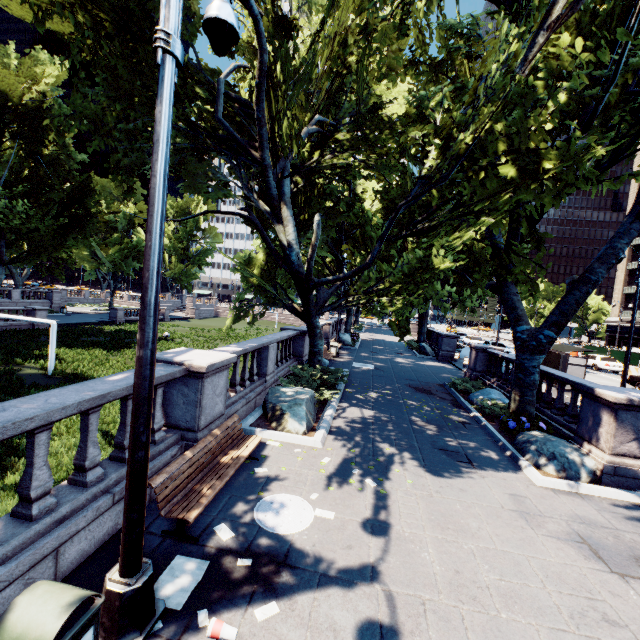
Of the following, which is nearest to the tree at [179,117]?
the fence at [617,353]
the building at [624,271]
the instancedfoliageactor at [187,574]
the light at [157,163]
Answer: the light at [157,163]

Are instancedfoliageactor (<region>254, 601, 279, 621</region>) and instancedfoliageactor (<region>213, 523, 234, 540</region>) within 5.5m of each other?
yes

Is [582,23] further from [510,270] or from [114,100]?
[114,100]

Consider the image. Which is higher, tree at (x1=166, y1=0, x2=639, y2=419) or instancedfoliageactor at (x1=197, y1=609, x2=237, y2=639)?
tree at (x1=166, y1=0, x2=639, y2=419)

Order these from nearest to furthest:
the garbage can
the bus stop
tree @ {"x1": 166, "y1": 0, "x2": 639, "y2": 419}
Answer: the garbage can
tree @ {"x1": 166, "y1": 0, "x2": 639, "y2": 419}
the bus stop

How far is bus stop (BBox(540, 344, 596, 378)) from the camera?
17.6m

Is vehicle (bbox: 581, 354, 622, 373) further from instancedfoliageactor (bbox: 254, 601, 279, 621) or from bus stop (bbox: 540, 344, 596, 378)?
instancedfoliageactor (bbox: 254, 601, 279, 621)

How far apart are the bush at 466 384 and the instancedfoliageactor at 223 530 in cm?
1256
